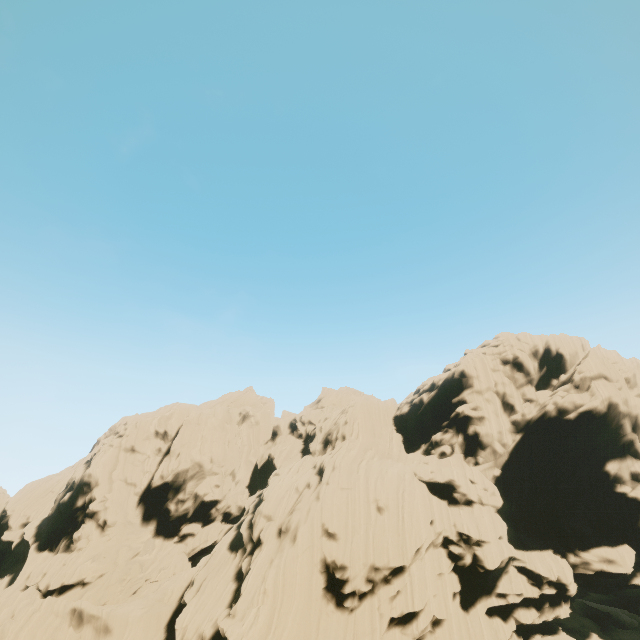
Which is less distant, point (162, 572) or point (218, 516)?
point (162, 572)
